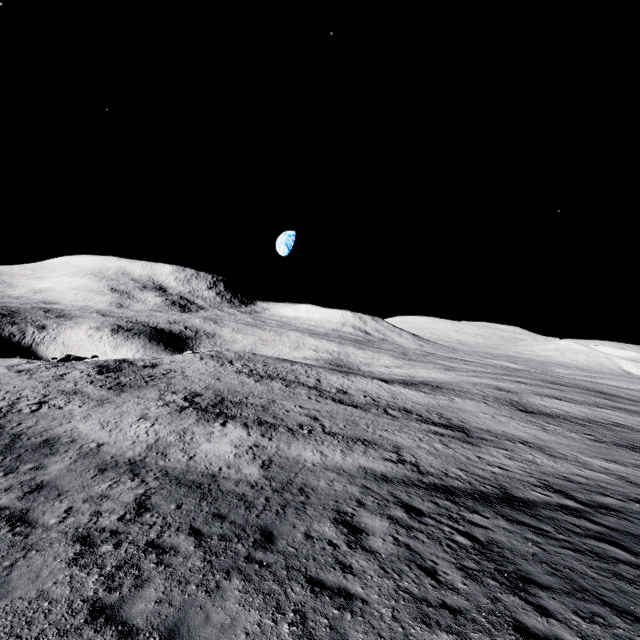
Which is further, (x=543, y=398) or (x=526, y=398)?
(x=543, y=398)
